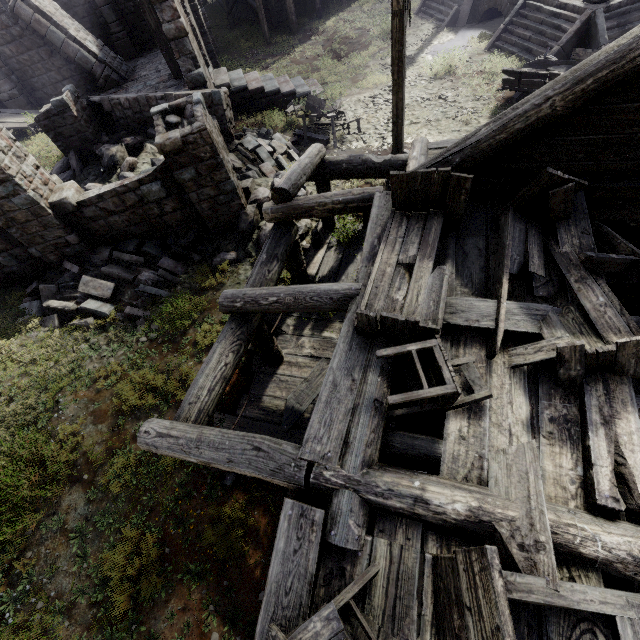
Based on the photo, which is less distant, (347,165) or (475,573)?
(475,573)

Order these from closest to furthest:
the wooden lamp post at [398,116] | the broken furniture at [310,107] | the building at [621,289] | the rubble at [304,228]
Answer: the building at [621,289] → the wooden lamp post at [398,116] → the rubble at [304,228] → the broken furniture at [310,107]

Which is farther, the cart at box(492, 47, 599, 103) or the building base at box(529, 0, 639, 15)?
the building base at box(529, 0, 639, 15)

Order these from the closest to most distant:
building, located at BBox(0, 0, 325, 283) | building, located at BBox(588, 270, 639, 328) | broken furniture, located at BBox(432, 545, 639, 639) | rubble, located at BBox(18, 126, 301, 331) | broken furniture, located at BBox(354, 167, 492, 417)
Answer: broken furniture, located at BBox(432, 545, 639, 639), broken furniture, located at BBox(354, 167, 492, 417), building, located at BBox(588, 270, 639, 328), building, located at BBox(0, 0, 325, 283), rubble, located at BBox(18, 126, 301, 331)

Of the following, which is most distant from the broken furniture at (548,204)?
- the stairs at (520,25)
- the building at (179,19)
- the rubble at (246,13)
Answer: the rubble at (246,13)

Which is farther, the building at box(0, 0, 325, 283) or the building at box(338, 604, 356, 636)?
the building at box(0, 0, 325, 283)

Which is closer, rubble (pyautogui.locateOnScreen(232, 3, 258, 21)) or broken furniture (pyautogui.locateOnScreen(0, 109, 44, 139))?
broken furniture (pyautogui.locateOnScreen(0, 109, 44, 139))

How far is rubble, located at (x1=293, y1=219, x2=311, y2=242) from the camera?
9.93m
